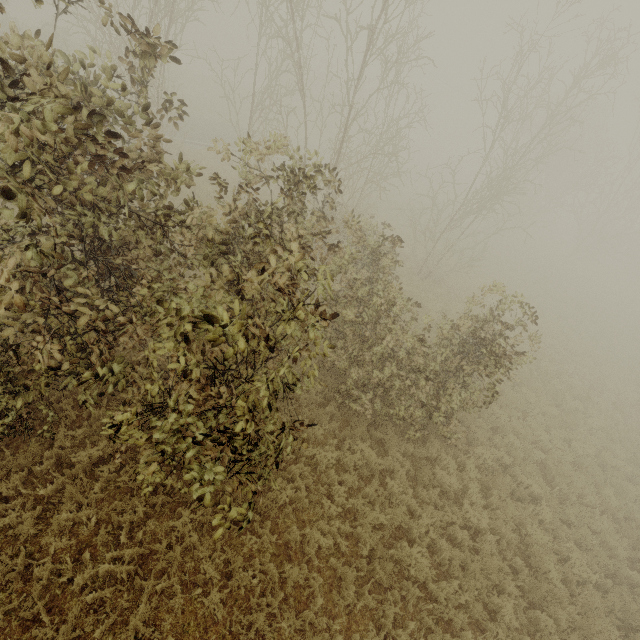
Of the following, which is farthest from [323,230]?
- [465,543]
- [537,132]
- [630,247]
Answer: [630,247]
